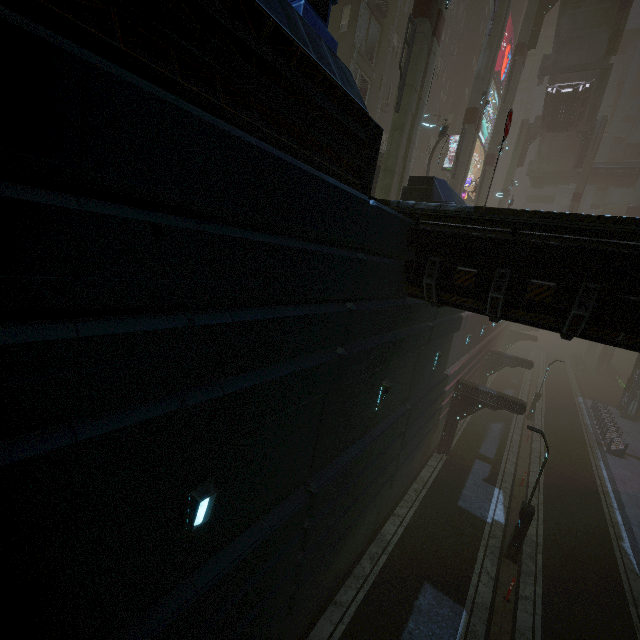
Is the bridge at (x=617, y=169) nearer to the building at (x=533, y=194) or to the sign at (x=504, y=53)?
the sign at (x=504, y=53)

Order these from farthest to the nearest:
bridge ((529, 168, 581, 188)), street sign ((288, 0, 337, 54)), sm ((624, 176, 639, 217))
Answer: bridge ((529, 168, 581, 188)), sm ((624, 176, 639, 217)), street sign ((288, 0, 337, 54))

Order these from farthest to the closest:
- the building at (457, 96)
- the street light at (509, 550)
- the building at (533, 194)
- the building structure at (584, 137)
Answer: the building at (533, 194) < the building structure at (584, 137) < the street light at (509, 550) < the building at (457, 96)

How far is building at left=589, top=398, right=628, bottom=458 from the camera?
23.7m

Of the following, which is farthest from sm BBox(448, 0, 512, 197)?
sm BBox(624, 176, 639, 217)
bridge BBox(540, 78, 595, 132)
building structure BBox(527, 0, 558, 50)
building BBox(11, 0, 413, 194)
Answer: sm BBox(624, 176, 639, 217)

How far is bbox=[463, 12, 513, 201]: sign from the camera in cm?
4150

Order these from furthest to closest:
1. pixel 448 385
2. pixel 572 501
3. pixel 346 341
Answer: pixel 572 501 → pixel 448 385 → pixel 346 341

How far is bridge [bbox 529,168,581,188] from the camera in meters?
43.4 m
